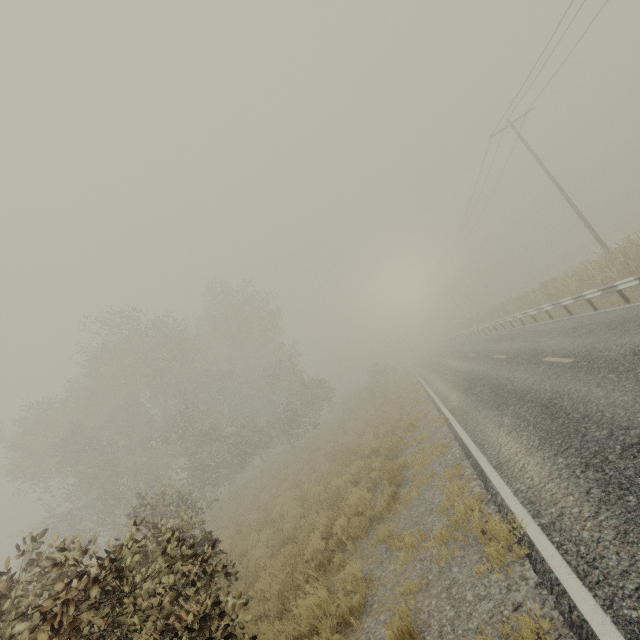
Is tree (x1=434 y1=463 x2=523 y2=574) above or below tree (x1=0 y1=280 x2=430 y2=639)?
below

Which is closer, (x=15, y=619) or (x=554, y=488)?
(x=15, y=619)

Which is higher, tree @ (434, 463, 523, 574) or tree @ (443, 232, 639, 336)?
tree @ (443, 232, 639, 336)

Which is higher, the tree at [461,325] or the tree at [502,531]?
the tree at [461,325]

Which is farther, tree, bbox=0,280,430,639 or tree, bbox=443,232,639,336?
tree, bbox=443,232,639,336

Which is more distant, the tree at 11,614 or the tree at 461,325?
the tree at 461,325

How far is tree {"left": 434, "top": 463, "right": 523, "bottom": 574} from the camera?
4.23m
